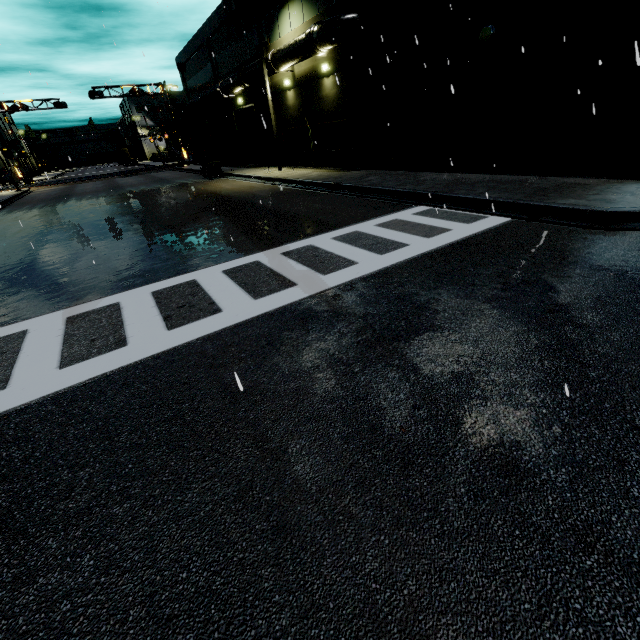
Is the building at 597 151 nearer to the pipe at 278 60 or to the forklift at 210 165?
the pipe at 278 60

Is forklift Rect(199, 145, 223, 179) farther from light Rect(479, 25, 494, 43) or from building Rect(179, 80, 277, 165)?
light Rect(479, 25, 494, 43)

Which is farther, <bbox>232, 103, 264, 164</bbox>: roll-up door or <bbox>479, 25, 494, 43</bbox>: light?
<bbox>232, 103, 264, 164</bbox>: roll-up door

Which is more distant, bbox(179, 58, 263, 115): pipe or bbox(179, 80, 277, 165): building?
bbox(179, 80, 277, 165): building

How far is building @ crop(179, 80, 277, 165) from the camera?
24.6 meters

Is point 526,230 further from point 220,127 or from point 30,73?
point 220,127

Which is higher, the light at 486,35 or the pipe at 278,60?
the pipe at 278,60

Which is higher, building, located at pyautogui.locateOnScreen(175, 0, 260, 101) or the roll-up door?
building, located at pyautogui.locateOnScreen(175, 0, 260, 101)
